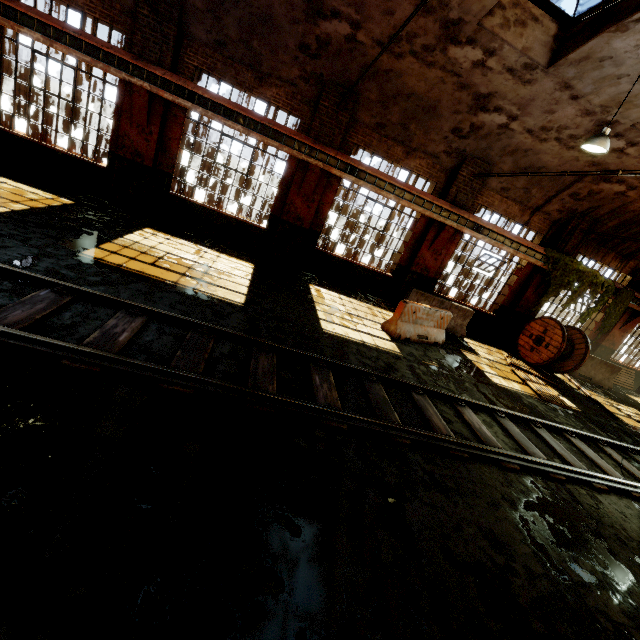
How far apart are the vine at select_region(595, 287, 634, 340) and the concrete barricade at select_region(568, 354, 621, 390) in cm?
93

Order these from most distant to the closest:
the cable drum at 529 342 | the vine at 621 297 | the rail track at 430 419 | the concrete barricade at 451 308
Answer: the vine at 621 297 → the cable drum at 529 342 → the concrete barricade at 451 308 → the rail track at 430 419

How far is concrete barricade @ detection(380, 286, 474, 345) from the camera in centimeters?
871cm

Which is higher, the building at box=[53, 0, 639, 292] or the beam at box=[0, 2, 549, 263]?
the building at box=[53, 0, 639, 292]

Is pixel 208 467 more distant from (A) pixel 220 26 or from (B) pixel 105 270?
(A) pixel 220 26

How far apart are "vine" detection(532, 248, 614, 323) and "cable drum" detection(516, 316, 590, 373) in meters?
0.4

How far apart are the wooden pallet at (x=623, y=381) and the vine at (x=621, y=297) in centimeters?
277cm

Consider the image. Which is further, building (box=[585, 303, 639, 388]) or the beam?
building (box=[585, 303, 639, 388])
